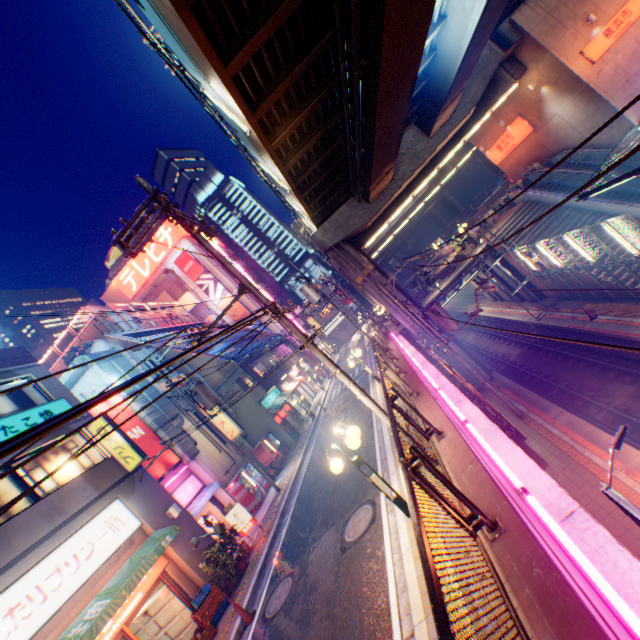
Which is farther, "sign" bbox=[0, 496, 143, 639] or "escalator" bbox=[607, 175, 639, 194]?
"escalator" bbox=[607, 175, 639, 194]

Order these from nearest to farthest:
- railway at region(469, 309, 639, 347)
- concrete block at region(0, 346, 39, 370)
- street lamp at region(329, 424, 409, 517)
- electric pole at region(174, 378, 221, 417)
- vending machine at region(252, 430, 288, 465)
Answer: street lamp at region(329, 424, 409, 517)
concrete block at region(0, 346, 39, 370)
railway at region(469, 309, 639, 347)
electric pole at region(174, 378, 221, 417)
vending machine at region(252, 430, 288, 465)

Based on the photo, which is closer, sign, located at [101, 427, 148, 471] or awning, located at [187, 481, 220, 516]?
sign, located at [101, 427, 148, 471]

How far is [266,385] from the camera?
25.1 meters

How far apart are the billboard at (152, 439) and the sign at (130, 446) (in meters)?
1.83

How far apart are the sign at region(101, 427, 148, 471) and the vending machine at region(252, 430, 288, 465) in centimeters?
1007cm

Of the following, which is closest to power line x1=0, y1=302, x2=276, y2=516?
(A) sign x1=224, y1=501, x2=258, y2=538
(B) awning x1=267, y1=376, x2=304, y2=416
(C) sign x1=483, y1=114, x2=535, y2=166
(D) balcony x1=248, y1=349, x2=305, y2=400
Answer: (A) sign x1=224, y1=501, x2=258, y2=538

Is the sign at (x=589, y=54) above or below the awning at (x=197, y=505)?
above
